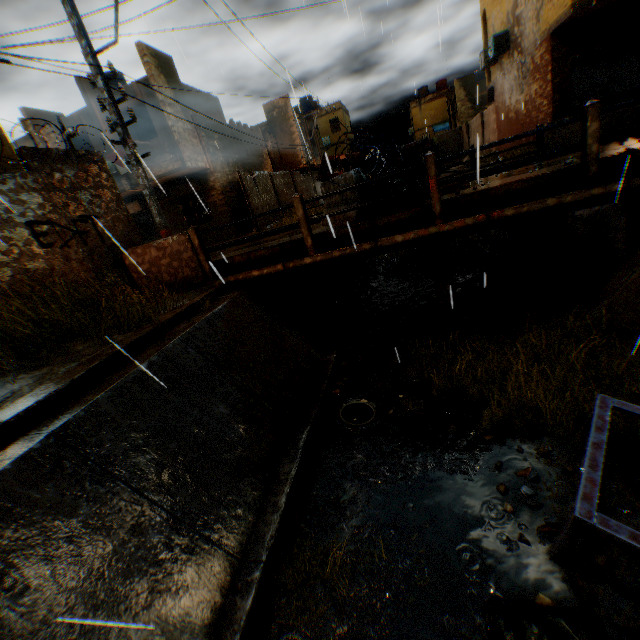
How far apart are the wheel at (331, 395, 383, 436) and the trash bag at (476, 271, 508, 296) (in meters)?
5.18

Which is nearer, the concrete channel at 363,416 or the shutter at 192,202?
the concrete channel at 363,416

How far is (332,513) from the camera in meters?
4.2

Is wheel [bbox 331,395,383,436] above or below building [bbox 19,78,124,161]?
below

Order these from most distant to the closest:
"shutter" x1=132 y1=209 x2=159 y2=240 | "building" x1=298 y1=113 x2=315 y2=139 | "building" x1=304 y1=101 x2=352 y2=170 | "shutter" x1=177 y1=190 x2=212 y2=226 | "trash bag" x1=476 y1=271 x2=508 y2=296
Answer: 1. "building" x1=304 y1=101 x2=352 y2=170
2. "building" x1=298 y1=113 x2=315 y2=139
3. "shutter" x1=132 y1=209 x2=159 y2=240
4. "shutter" x1=177 y1=190 x2=212 y2=226
5. "trash bag" x1=476 y1=271 x2=508 y2=296

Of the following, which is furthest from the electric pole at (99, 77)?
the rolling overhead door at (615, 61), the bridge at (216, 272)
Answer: the rolling overhead door at (615, 61)

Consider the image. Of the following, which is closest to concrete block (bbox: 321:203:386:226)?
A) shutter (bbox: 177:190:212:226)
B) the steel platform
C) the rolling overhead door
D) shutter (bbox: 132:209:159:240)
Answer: the rolling overhead door

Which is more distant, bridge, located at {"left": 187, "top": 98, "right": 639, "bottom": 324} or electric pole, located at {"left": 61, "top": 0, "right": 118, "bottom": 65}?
electric pole, located at {"left": 61, "top": 0, "right": 118, "bottom": 65}
